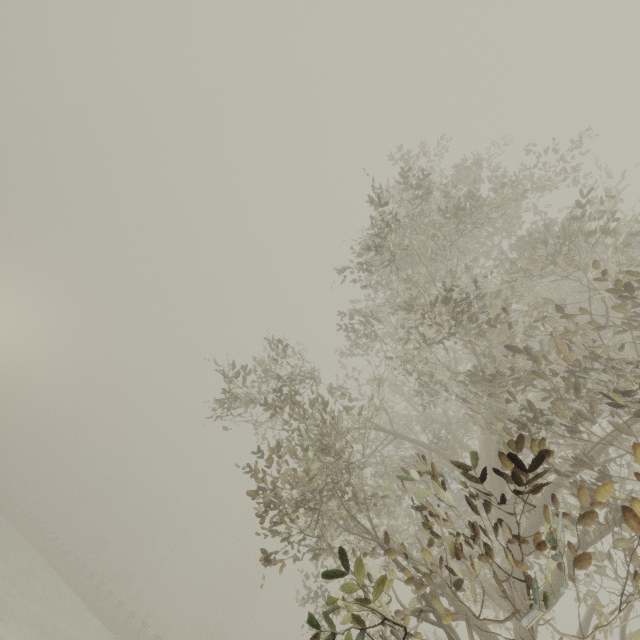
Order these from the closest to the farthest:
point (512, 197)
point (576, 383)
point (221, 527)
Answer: point (576, 383) < point (512, 197) < point (221, 527)
